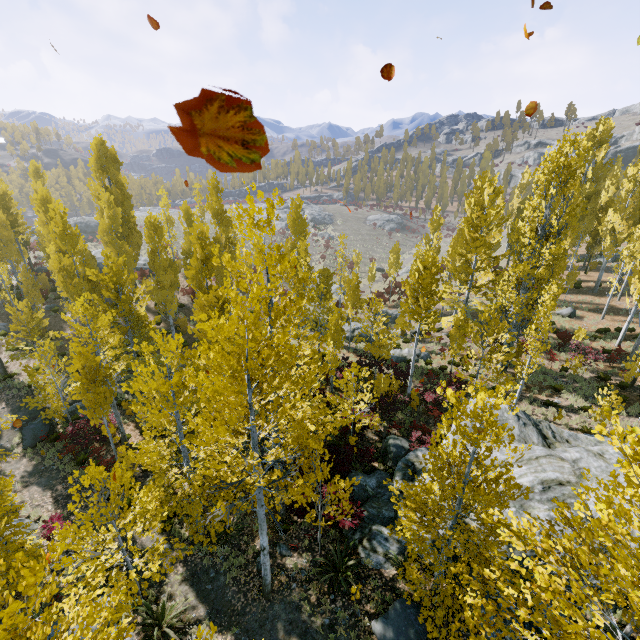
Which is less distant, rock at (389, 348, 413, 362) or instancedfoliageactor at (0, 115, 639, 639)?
instancedfoliageactor at (0, 115, 639, 639)

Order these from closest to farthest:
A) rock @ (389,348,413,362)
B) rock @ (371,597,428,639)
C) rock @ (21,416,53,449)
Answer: rock @ (371,597,428,639) → rock @ (21,416,53,449) → rock @ (389,348,413,362)

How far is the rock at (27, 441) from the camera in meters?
16.8 m

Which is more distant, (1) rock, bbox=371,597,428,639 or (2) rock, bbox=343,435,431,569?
(2) rock, bbox=343,435,431,569

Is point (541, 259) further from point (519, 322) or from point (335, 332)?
point (335, 332)

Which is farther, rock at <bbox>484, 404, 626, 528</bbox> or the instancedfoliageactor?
rock at <bbox>484, 404, 626, 528</bbox>

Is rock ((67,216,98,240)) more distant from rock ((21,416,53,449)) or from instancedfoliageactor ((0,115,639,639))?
rock ((21,416,53,449))

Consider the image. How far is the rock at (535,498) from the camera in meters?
9.7 m
